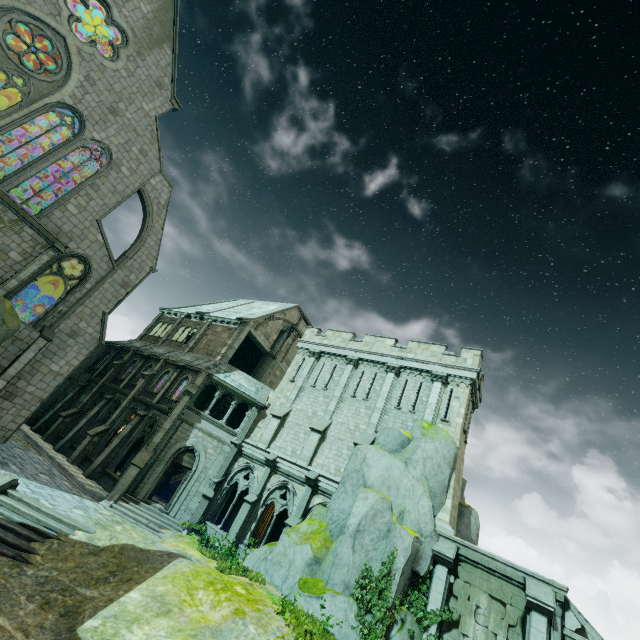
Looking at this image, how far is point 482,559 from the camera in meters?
13.7

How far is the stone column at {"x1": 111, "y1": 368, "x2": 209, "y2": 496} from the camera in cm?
1927

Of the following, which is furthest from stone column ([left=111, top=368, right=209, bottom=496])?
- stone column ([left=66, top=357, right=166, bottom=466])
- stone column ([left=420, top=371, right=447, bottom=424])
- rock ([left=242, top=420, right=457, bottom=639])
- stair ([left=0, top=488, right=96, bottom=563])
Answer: stone column ([left=420, top=371, right=447, bottom=424])

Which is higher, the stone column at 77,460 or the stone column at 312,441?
the stone column at 312,441

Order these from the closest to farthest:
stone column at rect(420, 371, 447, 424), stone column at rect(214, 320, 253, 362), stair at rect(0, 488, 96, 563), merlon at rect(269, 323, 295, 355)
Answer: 1. stair at rect(0, 488, 96, 563)
2. stone column at rect(420, 371, 447, 424)
3. stone column at rect(214, 320, 253, 362)
4. merlon at rect(269, 323, 295, 355)

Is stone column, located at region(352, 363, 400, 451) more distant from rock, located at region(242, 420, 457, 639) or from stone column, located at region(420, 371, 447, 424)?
stone column, located at region(420, 371, 447, 424)

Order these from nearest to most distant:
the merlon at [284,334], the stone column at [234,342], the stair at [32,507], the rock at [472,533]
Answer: the stair at [32,507] < the rock at [472,533] < the stone column at [234,342] < the merlon at [284,334]

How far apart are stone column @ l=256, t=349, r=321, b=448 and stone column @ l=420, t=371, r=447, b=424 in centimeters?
865cm
